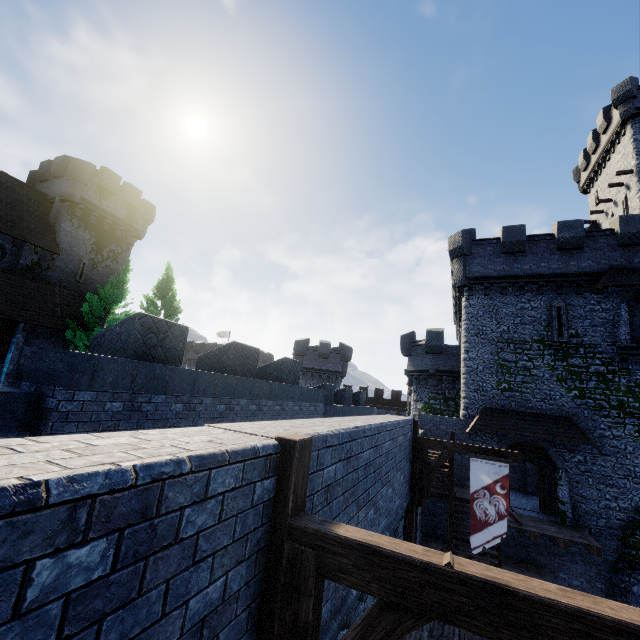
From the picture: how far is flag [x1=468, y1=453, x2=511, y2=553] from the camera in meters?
9.9 m

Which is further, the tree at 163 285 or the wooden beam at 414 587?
the tree at 163 285

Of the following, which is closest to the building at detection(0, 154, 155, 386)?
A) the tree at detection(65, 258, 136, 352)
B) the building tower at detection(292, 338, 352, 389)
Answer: the tree at detection(65, 258, 136, 352)

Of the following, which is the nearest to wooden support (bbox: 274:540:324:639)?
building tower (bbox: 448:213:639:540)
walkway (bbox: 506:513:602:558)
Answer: walkway (bbox: 506:513:602:558)

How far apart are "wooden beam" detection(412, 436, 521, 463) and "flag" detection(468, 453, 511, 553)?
0.04m

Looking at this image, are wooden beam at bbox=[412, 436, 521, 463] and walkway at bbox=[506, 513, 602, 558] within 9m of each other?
yes

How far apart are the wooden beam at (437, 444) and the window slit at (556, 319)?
11.96m

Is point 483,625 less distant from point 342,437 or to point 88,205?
point 342,437
